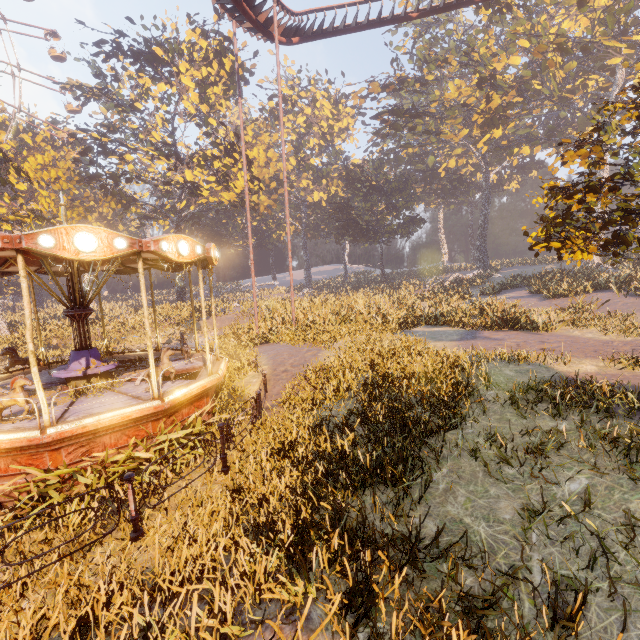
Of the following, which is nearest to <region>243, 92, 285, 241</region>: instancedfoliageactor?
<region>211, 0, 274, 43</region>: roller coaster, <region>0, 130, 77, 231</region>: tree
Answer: <region>211, 0, 274, 43</region>: roller coaster

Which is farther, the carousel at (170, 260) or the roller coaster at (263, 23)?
the roller coaster at (263, 23)

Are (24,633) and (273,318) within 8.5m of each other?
no

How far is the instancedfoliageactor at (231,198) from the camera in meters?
30.0 m

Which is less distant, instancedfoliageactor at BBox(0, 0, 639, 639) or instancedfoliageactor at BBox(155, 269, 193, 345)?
instancedfoliageactor at BBox(0, 0, 639, 639)

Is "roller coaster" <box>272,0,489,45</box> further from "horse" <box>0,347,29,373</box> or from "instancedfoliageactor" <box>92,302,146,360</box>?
"horse" <box>0,347,29,373</box>

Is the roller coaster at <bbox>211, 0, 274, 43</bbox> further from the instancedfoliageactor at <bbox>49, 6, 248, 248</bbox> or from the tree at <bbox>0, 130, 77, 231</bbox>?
the tree at <bbox>0, 130, 77, 231</bbox>

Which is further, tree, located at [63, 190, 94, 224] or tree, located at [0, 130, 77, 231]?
tree, located at [63, 190, 94, 224]
